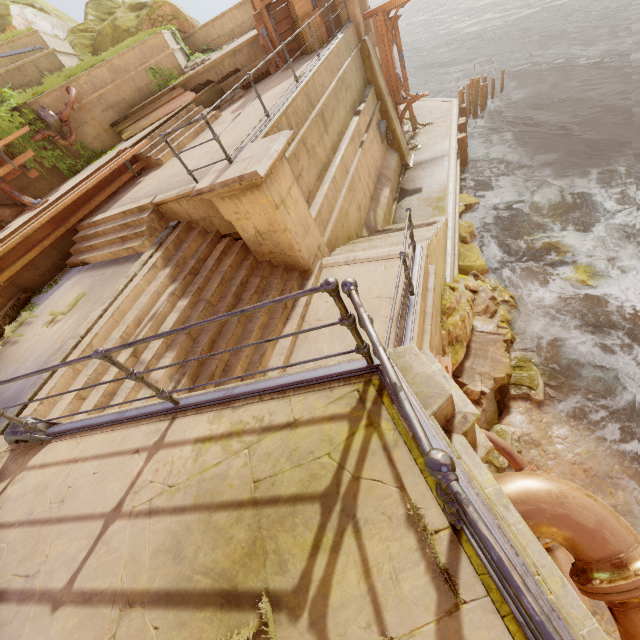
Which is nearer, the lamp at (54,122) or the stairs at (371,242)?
the stairs at (371,242)

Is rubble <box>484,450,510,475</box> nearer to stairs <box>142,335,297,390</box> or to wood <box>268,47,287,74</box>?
stairs <box>142,335,297,390</box>

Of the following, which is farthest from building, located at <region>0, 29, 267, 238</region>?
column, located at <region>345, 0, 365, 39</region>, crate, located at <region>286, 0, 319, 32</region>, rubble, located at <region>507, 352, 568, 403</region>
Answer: column, located at <region>345, 0, 365, 39</region>

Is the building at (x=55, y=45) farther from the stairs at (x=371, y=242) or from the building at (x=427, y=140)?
the building at (x=427, y=140)

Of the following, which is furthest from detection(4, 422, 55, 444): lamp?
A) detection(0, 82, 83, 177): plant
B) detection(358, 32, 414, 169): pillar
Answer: detection(358, 32, 414, 169): pillar

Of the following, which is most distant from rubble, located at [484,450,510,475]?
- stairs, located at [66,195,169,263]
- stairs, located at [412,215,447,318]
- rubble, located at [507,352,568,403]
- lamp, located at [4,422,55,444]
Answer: lamp, located at [4,422,55,444]

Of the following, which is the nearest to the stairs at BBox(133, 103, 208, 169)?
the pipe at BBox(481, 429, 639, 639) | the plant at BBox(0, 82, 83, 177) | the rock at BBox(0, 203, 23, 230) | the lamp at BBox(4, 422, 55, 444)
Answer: the plant at BBox(0, 82, 83, 177)

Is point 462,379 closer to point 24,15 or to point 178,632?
point 178,632
